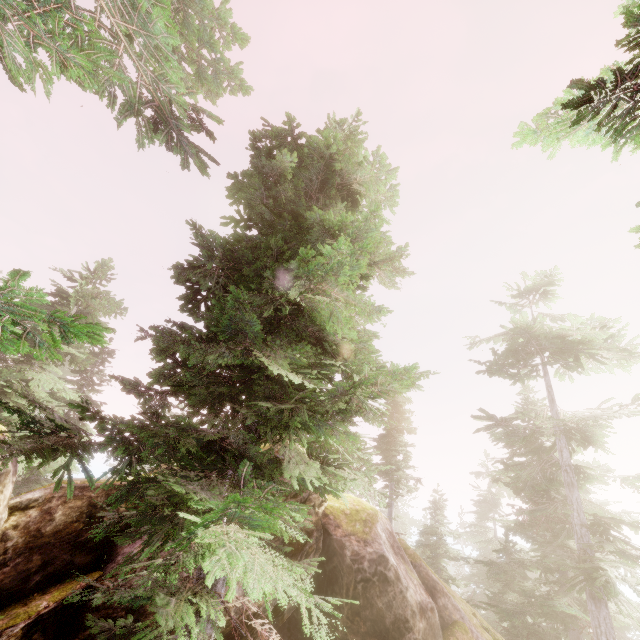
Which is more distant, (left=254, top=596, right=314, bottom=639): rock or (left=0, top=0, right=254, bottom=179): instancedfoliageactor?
(left=254, top=596, right=314, bottom=639): rock

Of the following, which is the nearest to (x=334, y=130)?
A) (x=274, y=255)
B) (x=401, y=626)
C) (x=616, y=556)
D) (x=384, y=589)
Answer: (x=274, y=255)

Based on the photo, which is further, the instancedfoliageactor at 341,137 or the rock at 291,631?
the rock at 291,631

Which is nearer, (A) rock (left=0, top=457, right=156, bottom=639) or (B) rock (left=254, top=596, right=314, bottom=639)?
(A) rock (left=0, top=457, right=156, bottom=639)

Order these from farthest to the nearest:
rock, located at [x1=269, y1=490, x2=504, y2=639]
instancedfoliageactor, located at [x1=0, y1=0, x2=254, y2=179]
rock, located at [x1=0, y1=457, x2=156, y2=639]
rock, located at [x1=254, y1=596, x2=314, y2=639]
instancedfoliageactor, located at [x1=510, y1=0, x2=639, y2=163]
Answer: rock, located at [x1=269, y1=490, x2=504, y2=639], rock, located at [x1=254, y1=596, x2=314, y2=639], rock, located at [x1=0, y1=457, x2=156, y2=639], instancedfoliageactor, located at [x1=0, y1=0, x2=254, y2=179], instancedfoliageactor, located at [x1=510, y1=0, x2=639, y2=163]

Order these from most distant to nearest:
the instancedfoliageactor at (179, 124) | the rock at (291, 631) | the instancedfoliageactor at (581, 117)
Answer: the rock at (291, 631), the instancedfoliageactor at (179, 124), the instancedfoliageactor at (581, 117)
